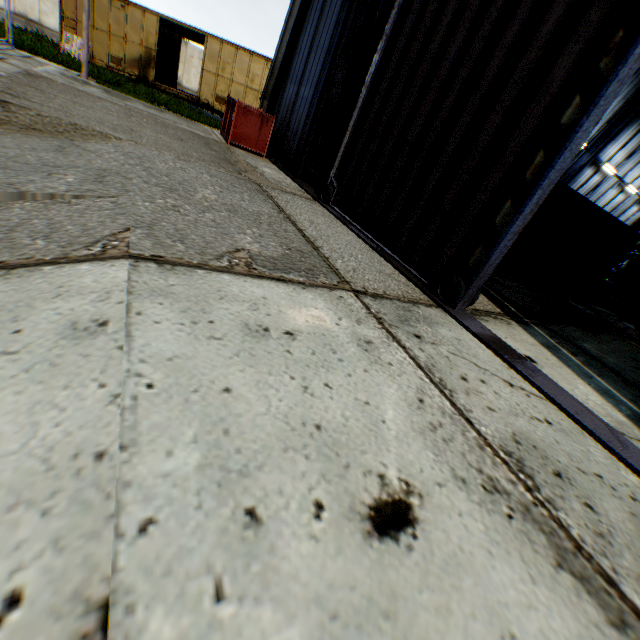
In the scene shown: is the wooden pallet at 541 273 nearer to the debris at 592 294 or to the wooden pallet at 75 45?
the debris at 592 294

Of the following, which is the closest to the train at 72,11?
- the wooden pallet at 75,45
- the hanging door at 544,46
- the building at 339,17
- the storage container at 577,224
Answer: the wooden pallet at 75,45

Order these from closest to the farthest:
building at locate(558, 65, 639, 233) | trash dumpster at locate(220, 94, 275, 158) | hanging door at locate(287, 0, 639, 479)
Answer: hanging door at locate(287, 0, 639, 479)
trash dumpster at locate(220, 94, 275, 158)
building at locate(558, 65, 639, 233)

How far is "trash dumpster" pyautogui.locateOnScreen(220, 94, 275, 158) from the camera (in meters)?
9.41

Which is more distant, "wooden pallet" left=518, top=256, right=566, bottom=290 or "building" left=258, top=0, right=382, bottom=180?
"wooden pallet" left=518, top=256, right=566, bottom=290

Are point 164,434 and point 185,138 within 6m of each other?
no

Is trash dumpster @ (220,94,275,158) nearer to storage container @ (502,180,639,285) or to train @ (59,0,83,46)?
storage container @ (502,180,639,285)

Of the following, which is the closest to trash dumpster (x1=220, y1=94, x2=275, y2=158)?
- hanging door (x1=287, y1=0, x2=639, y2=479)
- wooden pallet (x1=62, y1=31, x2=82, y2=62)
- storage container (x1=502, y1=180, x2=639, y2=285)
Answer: hanging door (x1=287, y1=0, x2=639, y2=479)
